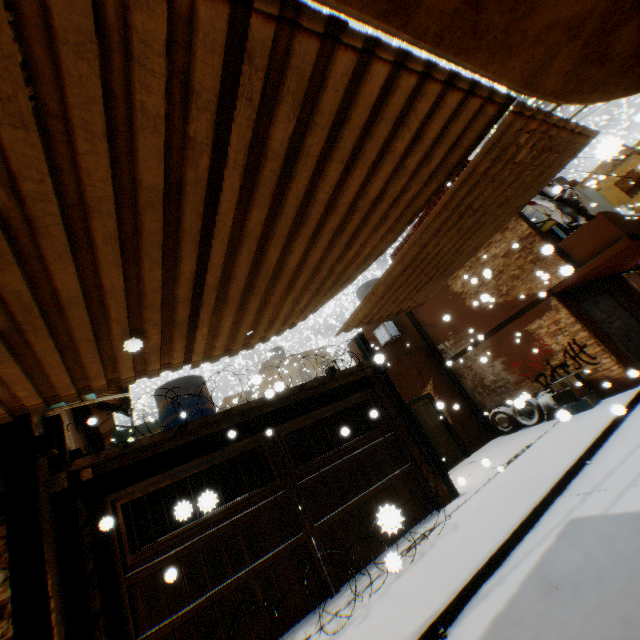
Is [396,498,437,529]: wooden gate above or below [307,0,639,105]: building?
below

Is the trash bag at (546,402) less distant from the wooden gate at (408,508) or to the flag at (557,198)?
the wooden gate at (408,508)

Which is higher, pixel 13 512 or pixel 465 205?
pixel 465 205

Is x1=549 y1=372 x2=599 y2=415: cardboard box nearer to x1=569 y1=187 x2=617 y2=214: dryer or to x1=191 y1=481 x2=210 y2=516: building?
x1=191 y1=481 x2=210 y2=516: building

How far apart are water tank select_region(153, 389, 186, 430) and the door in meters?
1.7 m

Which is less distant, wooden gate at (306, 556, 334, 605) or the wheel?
wooden gate at (306, 556, 334, 605)

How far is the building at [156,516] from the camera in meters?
9.5

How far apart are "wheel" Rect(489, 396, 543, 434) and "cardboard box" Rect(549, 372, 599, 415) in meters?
0.4 m
